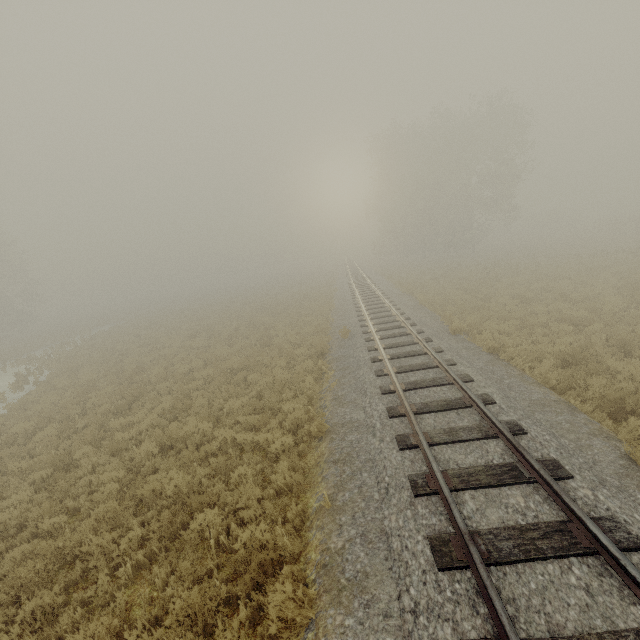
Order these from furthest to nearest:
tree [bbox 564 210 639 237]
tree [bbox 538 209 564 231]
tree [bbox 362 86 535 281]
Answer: tree [bbox 538 209 564 231] → tree [bbox 362 86 535 281] → tree [bbox 564 210 639 237]

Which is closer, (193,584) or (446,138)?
(193,584)

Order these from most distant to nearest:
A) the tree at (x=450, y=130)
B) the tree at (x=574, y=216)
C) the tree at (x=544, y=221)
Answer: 1. the tree at (x=544, y=221)
2. the tree at (x=450, y=130)
3. the tree at (x=574, y=216)

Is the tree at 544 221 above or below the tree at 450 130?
below

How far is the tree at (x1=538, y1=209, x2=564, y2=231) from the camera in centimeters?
5659cm

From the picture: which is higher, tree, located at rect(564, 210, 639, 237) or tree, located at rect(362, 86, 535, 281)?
tree, located at rect(362, 86, 535, 281)

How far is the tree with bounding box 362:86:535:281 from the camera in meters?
34.2
